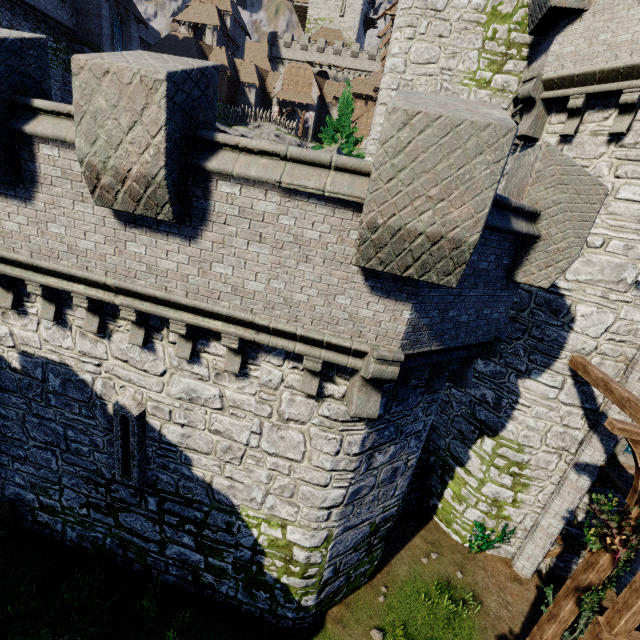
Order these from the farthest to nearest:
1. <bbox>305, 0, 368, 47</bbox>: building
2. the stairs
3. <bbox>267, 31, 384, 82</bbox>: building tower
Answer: <bbox>305, 0, 368, 47</bbox>: building → <bbox>267, 31, 384, 82</bbox>: building tower → the stairs

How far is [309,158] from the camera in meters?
4.3 m

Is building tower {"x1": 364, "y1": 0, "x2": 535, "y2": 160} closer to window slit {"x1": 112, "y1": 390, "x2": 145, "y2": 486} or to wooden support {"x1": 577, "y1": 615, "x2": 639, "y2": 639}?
wooden support {"x1": 577, "y1": 615, "x2": 639, "y2": 639}

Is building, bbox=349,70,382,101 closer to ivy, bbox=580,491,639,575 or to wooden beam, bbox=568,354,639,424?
wooden beam, bbox=568,354,639,424

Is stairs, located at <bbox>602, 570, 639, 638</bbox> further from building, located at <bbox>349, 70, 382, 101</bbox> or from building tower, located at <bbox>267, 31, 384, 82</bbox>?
building tower, located at <bbox>267, 31, 384, 82</bbox>

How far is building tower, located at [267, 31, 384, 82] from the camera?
54.22m

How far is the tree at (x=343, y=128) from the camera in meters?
23.3 m

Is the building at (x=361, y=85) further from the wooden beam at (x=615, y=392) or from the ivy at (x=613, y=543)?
the ivy at (x=613, y=543)
